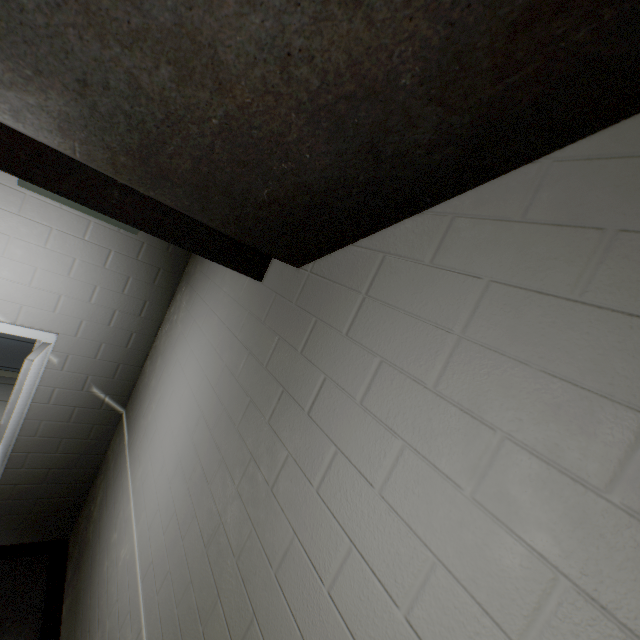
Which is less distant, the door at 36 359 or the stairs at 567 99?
the stairs at 567 99

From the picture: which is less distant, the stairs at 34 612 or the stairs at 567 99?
the stairs at 567 99

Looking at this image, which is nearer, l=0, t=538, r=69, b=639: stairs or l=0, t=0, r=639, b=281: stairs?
l=0, t=0, r=639, b=281: stairs

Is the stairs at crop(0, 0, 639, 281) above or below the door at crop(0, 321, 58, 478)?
above

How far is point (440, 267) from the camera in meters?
1.0

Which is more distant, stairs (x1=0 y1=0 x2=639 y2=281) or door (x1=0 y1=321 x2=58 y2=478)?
door (x1=0 y1=321 x2=58 y2=478)

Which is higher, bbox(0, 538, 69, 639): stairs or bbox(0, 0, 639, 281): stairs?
bbox(0, 0, 639, 281): stairs
